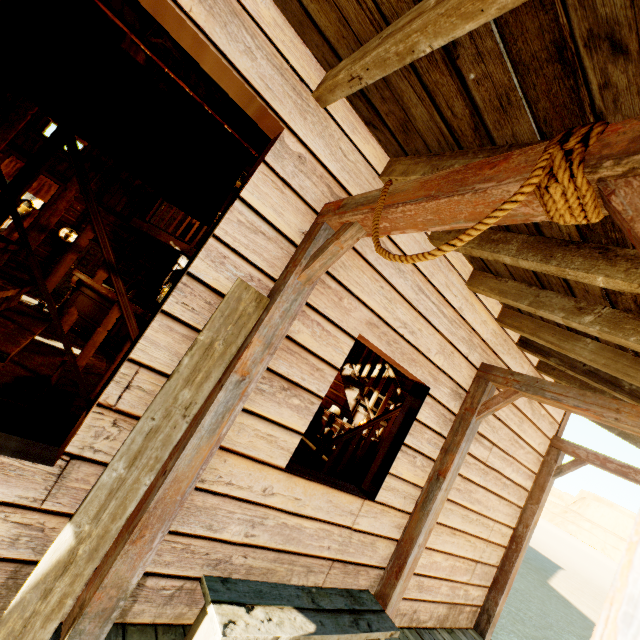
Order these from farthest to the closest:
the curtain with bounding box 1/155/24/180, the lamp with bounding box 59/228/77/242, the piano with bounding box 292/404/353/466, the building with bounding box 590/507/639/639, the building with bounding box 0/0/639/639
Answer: the lamp with bounding box 59/228/77/242
the curtain with bounding box 1/155/24/180
the piano with bounding box 292/404/353/466
the building with bounding box 0/0/639/639
the building with bounding box 590/507/639/639

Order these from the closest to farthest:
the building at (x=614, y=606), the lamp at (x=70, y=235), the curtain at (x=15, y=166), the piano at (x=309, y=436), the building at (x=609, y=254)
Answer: the building at (x=614, y=606) < the building at (x=609, y=254) < the piano at (x=309, y=436) < the curtain at (x=15, y=166) < the lamp at (x=70, y=235)

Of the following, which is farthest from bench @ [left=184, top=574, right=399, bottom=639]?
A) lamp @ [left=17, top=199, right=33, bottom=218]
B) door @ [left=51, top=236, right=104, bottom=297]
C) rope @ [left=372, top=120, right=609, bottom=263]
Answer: door @ [left=51, top=236, right=104, bottom=297]

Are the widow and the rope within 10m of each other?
no

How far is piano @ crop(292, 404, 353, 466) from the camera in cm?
528

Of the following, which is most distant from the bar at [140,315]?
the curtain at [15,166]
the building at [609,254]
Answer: the curtain at [15,166]

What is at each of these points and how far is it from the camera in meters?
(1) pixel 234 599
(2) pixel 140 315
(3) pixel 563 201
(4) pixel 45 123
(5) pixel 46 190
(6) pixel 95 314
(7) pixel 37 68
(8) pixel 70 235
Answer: (1) bench, 1.8 m
(2) bar, 6.8 m
(3) rope, 0.9 m
(4) widow, 9.2 m
(5) curtain, 9.4 m
(6) bar, 7.1 m
(7) curtain, 1.5 m
(8) lamp, 9.6 m

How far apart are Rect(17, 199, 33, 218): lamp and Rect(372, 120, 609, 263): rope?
6.7m
